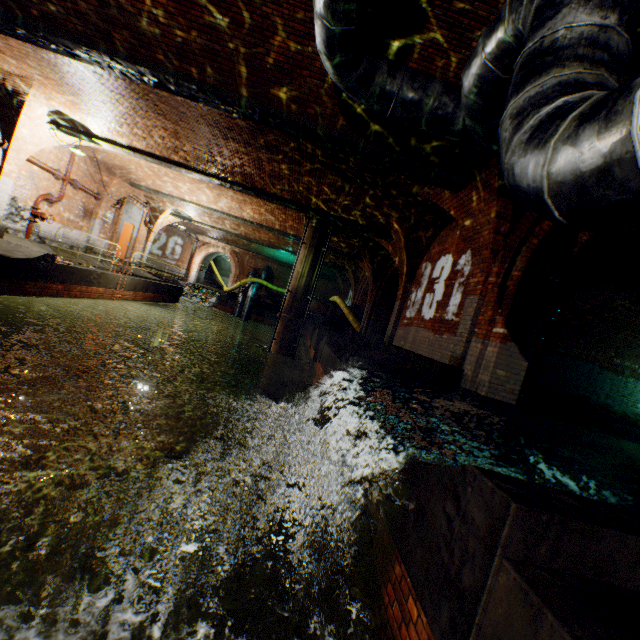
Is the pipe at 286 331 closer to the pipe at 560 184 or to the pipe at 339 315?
the pipe at 339 315

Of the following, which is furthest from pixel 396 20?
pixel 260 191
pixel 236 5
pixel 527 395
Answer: pixel 527 395

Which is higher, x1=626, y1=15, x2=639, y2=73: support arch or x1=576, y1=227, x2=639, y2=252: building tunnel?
x1=626, y1=15, x2=639, y2=73: support arch

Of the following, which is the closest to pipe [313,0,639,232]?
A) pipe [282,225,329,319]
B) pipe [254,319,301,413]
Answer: pipe [282,225,329,319]

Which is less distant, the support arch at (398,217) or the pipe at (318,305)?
the support arch at (398,217)

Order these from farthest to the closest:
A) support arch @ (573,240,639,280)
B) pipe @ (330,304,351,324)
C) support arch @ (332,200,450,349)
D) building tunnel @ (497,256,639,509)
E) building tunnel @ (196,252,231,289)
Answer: building tunnel @ (196,252,231,289), pipe @ (330,304,351,324), support arch @ (332,200,450,349), support arch @ (573,240,639,280), building tunnel @ (497,256,639,509)

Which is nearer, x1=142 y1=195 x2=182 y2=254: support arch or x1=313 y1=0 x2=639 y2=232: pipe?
x1=313 y1=0 x2=639 y2=232: pipe

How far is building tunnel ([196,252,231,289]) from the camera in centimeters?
3391cm
